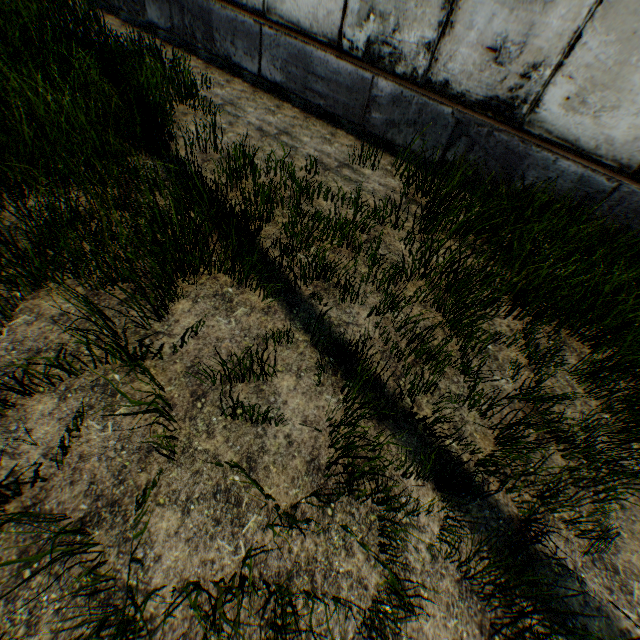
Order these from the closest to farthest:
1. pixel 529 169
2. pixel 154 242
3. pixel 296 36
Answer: pixel 154 242 → pixel 529 169 → pixel 296 36
